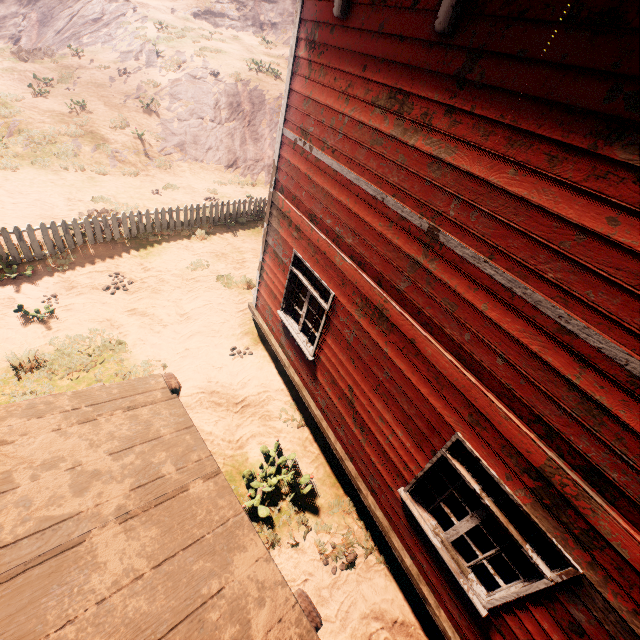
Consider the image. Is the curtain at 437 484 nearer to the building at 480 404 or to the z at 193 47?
the building at 480 404

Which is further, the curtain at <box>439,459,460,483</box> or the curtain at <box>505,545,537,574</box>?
the curtain at <box>439,459,460,483</box>

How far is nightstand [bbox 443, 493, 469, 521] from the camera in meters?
4.6 m

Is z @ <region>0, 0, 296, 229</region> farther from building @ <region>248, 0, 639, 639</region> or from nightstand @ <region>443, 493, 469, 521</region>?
nightstand @ <region>443, 493, 469, 521</region>

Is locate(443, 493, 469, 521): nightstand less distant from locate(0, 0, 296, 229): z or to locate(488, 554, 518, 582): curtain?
locate(488, 554, 518, 582): curtain

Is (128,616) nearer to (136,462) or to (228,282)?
(136,462)

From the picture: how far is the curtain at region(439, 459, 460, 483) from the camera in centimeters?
387cm

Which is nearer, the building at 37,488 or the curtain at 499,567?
the building at 37,488
